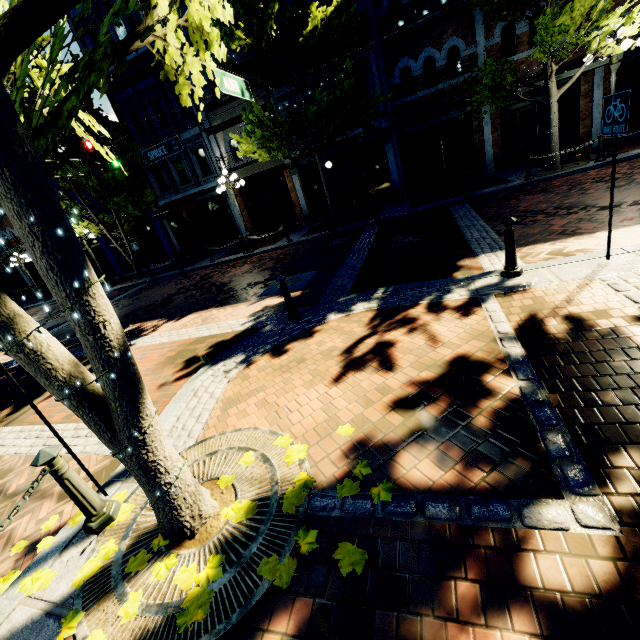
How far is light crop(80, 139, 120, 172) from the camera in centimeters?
906cm

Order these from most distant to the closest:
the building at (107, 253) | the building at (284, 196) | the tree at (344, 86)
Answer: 1. the building at (107, 253)
2. the building at (284, 196)
3. the tree at (344, 86)

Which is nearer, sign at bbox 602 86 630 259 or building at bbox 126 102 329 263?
sign at bbox 602 86 630 259

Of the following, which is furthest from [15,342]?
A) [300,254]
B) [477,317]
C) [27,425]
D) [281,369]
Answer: [300,254]

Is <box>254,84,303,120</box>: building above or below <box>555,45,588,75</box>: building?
above

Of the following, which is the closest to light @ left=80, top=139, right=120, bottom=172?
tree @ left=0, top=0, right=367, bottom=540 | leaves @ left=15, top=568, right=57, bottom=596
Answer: tree @ left=0, top=0, right=367, bottom=540

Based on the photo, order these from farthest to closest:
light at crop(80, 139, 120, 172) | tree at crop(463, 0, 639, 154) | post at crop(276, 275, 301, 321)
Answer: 1. light at crop(80, 139, 120, 172)
2. tree at crop(463, 0, 639, 154)
3. post at crop(276, 275, 301, 321)

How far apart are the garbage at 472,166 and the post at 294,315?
12.8 meters
